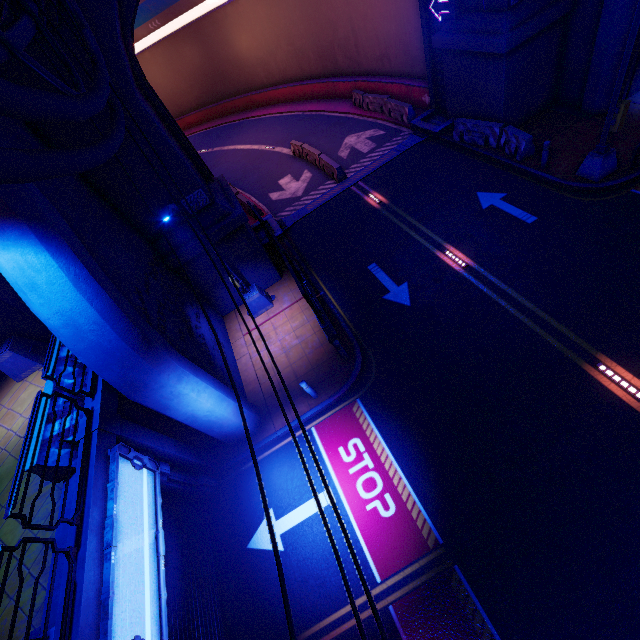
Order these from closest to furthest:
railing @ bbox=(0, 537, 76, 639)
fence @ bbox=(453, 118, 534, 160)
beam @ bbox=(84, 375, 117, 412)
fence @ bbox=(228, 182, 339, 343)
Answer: railing @ bbox=(0, 537, 76, 639)
beam @ bbox=(84, 375, 117, 412)
fence @ bbox=(228, 182, 339, 343)
fence @ bbox=(453, 118, 534, 160)

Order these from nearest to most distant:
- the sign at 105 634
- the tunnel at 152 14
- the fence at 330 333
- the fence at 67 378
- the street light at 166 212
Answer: the sign at 105 634 → the fence at 67 378 → the street light at 166 212 → the fence at 330 333 → the tunnel at 152 14

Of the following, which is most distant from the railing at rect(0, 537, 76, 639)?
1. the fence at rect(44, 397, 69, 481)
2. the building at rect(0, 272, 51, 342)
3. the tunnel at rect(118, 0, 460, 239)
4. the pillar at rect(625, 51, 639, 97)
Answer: the pillar at rect(625, 51, 639, 97)

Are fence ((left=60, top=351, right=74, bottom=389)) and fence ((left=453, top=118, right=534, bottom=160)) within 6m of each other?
no

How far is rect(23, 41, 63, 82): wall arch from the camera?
8.1 meters

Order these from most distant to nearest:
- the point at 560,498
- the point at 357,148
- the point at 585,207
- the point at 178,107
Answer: the point at 178,107 → the point at 357,148 → the point at 585,207 → the point at 560,498

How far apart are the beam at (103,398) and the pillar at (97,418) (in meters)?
0.07
